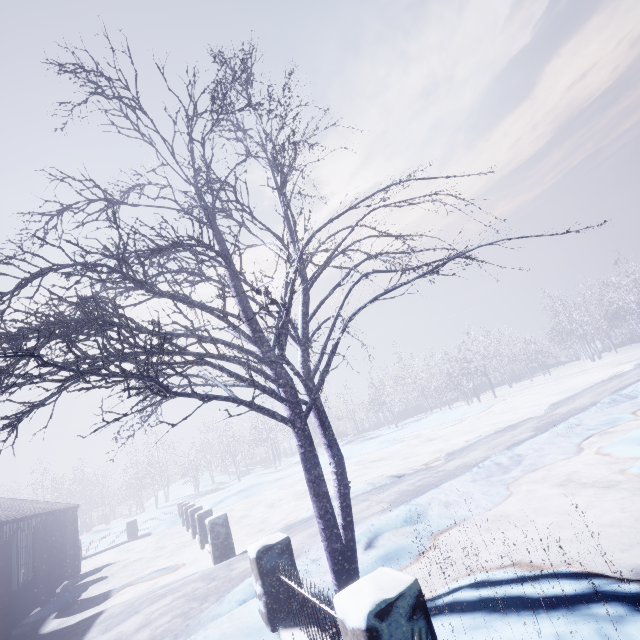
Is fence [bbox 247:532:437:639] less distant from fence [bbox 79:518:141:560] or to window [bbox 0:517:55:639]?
window [bbox 0:517:55:639]

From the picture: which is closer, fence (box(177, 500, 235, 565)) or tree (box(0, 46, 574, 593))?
tree (box(0, 46, 574, 593))

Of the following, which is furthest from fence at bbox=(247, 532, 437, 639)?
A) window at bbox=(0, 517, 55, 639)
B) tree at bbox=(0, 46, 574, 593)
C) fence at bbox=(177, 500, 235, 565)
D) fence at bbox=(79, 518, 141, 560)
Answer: fence at bbox=(79, 518, 141, 560)

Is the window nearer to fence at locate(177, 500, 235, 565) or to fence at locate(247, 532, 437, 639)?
fence at locate(177, 500, 235, 565)

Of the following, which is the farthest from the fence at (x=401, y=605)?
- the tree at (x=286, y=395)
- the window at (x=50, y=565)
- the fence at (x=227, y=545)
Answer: the window at (x=50, y=565)

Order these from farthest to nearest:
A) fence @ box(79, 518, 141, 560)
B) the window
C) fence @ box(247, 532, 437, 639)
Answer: fence @ box(79, 518, 141, 560) < the window < fence @ box(247, 532, 437, 639)

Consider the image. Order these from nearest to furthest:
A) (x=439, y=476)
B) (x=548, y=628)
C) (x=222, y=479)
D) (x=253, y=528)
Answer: (x=548, y=628)
(x=439, y=476)
(x=253, y=528)
(x=222, y=479)

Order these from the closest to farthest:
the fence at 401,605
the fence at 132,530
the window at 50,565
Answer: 1. the fence at 401,605
2. the window at 50,565
3. the fence at 132,530
